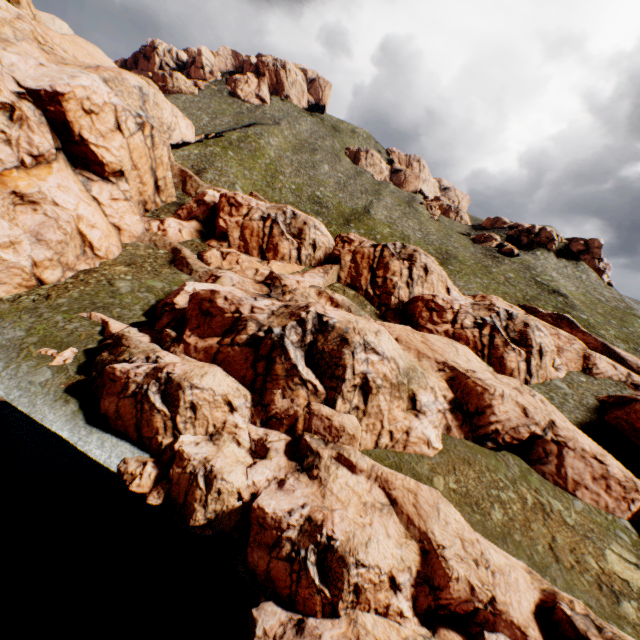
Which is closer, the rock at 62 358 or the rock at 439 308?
the rock at 439 308

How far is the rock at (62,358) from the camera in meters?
21.2

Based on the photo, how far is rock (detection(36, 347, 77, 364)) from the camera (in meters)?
21.16

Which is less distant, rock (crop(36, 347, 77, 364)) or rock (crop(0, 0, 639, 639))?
rock (crop(0, 0, 639, 639))

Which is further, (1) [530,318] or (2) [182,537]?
(1) [530,318]
